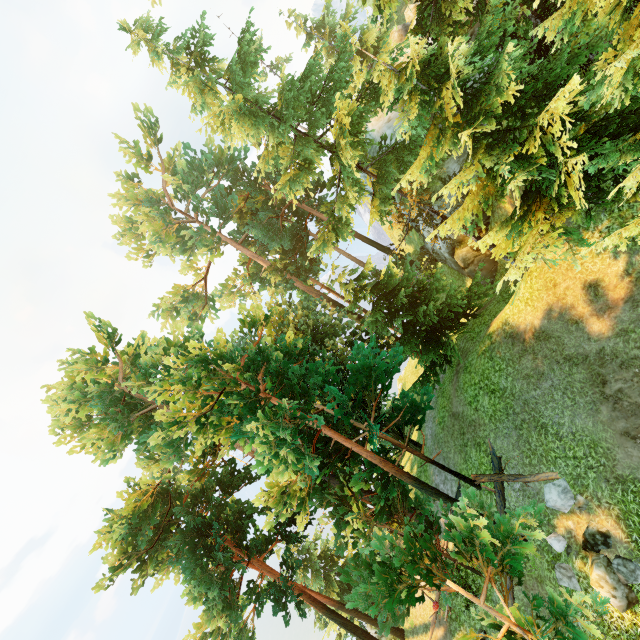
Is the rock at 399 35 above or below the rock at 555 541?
above

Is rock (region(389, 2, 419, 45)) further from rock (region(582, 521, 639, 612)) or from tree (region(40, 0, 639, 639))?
rock (region(582, 521, 639, 612))

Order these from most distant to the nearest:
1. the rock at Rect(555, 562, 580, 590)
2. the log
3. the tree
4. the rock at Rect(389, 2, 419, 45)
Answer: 1. the rock at Rect(389, 2, 419, 45)
2. the log
3. the rock at Rect(555, 562, 580, 590)
4. the tree

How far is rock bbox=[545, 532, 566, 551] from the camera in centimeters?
1020cm

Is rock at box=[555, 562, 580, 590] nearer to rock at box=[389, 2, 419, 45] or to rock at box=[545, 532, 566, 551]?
rock at box=[545, 532, 566, 551]

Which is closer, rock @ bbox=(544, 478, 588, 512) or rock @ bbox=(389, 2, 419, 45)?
rock @ bbox=(544, 478, 588, 512)

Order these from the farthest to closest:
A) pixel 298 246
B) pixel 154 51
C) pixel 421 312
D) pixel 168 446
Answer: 1. pixel 298 246
2. pixel 421 312
3. pixel 154 51
4. pixel 168 446

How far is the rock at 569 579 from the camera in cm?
979
